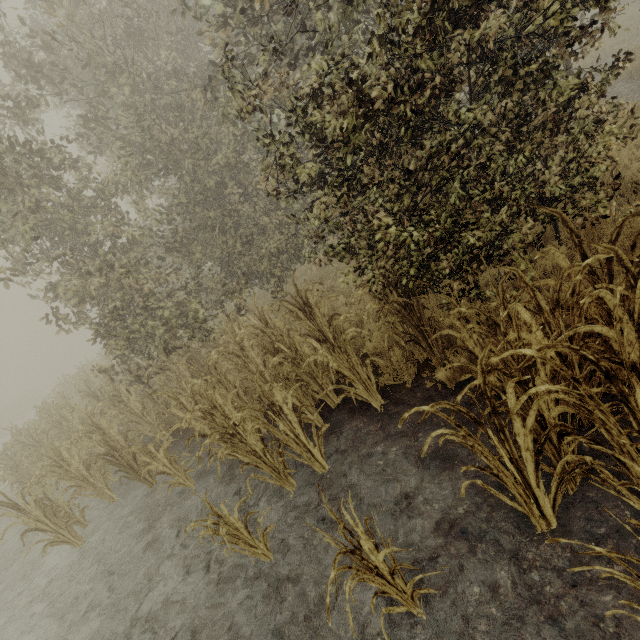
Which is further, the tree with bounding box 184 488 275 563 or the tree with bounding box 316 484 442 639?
the tree with bounding box 184 488 275 563

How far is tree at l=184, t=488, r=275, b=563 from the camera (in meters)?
3.14

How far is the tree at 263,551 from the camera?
3.1m

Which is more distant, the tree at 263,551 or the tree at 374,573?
the tree at 263,551

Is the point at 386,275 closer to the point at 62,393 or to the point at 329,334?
the point at 329,334
